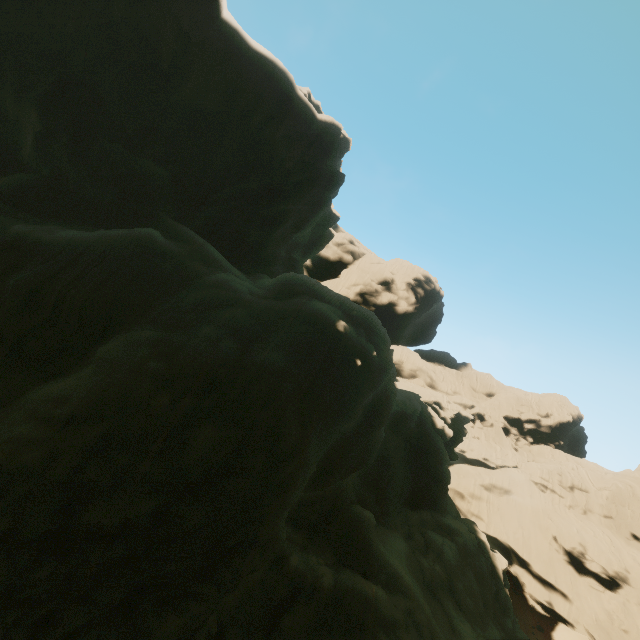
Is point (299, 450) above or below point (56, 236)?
below
